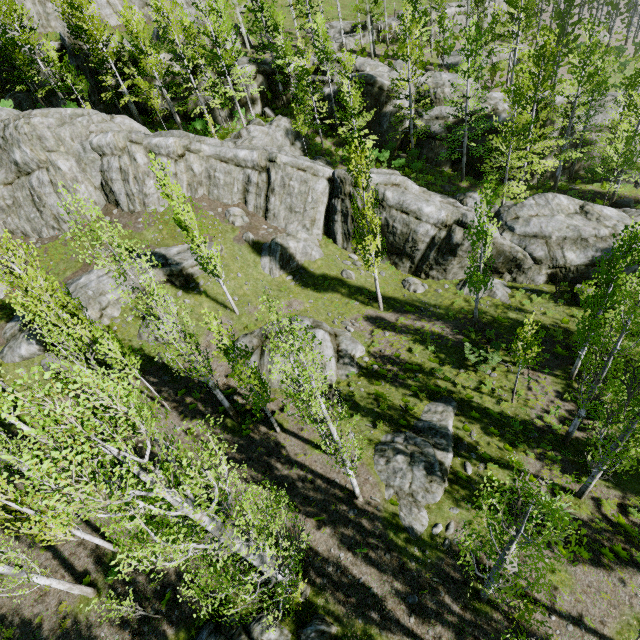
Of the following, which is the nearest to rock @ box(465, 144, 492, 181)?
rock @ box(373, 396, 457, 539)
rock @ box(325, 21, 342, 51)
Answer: rock @ box(373, 396, 457, 539)

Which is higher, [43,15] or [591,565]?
[43,15]

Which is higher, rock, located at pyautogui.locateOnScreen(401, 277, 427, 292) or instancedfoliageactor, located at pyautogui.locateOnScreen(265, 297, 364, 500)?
instancedfoliageactor, located at pyautogui.locateOnScreen(265, 297, 364, 500)

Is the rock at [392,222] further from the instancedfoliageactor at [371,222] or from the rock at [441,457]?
the rock at [441,457]

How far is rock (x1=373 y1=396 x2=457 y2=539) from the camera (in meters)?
13.52

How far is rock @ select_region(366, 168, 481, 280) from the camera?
22.3 meters

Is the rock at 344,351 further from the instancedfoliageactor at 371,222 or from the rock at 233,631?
the rock at 233,631

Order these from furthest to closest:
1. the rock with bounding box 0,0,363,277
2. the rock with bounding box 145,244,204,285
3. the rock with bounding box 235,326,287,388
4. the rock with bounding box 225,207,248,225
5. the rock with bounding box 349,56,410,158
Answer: the rock with bounding box 349,56,410,158
the rock with bounding box 225,207,248,225
the rock with bounding box 0,0,363,277
the rock with bounding box 145,244,204,285
the rock with bounding box 235,326,287,388
